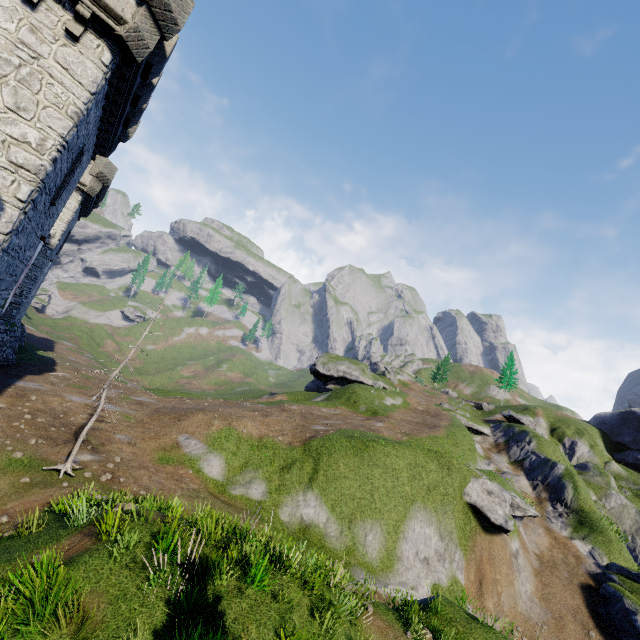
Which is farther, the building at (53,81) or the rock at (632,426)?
the rock at (632,426)

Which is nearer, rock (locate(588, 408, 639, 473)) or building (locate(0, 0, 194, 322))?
building (locate(0, 0, 194, 322))

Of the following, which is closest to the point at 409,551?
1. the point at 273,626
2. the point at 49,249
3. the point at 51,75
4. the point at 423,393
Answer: the point at 273,626
